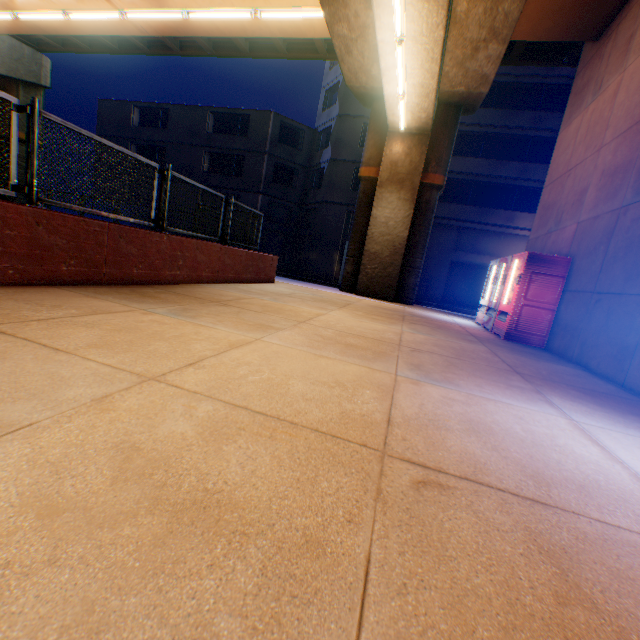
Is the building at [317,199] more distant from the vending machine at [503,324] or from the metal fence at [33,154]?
the vending machine at [503,324]

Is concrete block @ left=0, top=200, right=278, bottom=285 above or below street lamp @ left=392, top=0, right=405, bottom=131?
below

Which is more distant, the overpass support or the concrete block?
the overpass support

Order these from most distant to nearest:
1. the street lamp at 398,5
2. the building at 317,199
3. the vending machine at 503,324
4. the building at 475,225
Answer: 1. the building at 317,199
2. the building at 475,225
3. the vending machine at 503,324
4. the street lamp at 398,5

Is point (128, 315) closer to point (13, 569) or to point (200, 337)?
Result: point (200, 337)

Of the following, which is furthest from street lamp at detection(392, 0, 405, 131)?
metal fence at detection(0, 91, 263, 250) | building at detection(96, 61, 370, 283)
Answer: building at detection(96, 61, 370, 283)

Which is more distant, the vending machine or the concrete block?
the vending machine

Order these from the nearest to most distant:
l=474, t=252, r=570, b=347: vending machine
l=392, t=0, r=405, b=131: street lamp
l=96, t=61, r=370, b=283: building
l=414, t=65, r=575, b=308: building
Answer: l=392, t=0, r=405, b=131: street lamp
l=474, t=252, r=570, b=347: vending machine
l=414, t=65, r=575, b=308: building
l=96, t=61, r=370, b=283: building
